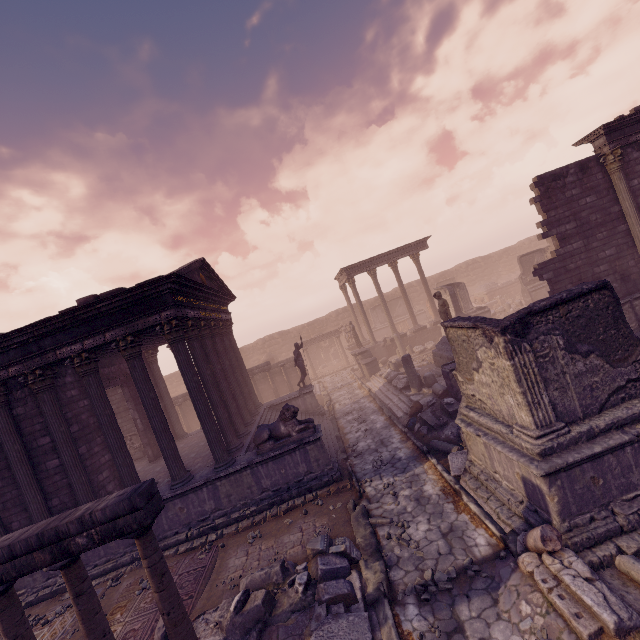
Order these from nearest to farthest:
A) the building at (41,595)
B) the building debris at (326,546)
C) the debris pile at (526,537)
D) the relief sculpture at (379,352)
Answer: the debris pile at (526,537) → the building debris at (326,546) → the building at (41,595) → the relief sculpture at (379,352)

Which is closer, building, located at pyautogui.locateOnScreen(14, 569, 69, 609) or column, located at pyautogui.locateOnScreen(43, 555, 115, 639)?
column, located at pyautogui.locateOnScreen(43, 555, 115, 639)

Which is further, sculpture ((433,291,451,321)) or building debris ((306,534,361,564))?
sculpture ((433,291,451,321))

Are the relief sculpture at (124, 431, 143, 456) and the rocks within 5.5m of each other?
no

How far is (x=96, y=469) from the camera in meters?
10.9 m

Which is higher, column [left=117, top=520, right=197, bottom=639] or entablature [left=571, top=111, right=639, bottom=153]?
entablature [left=571, top=111, right=639, bottom=153]

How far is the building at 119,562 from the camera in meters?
9.3 m

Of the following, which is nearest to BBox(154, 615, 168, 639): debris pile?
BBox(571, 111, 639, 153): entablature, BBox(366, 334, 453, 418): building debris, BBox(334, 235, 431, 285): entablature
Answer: BBox(366, 334, 453, 418): building debris
